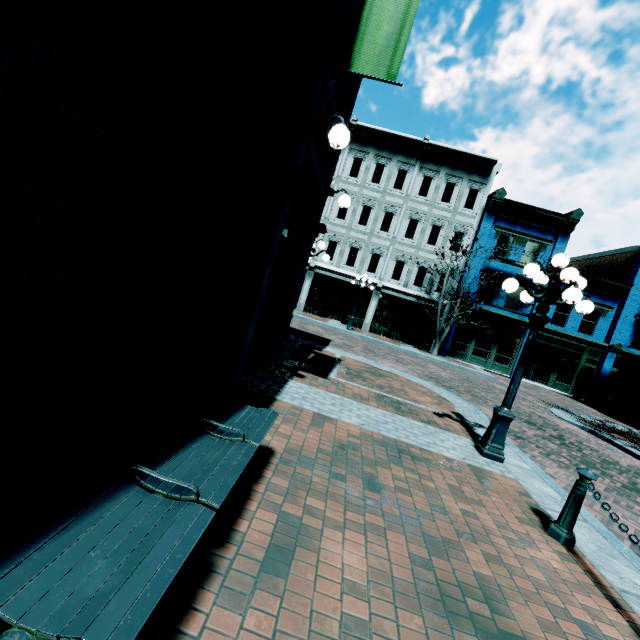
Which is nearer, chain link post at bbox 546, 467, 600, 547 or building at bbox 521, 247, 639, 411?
chain link post at bbox 546, 467, 600, 547

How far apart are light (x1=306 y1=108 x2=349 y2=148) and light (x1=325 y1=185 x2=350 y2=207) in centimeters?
273cm

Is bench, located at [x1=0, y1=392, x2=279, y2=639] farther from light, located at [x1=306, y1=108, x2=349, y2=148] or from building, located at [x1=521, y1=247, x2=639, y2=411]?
building, located at [x1=521, y1=247, x2=639, y2=411]

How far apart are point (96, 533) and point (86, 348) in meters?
1.0 m

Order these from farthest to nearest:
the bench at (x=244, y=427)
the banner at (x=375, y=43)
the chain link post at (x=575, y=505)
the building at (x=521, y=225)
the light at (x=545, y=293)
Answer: the building at (x=521, y=225), the light at (x=545, y=293), the banner at (x=375, y=43), the chain link post at (x=575, y=505), the bench at (x=244, y=427)

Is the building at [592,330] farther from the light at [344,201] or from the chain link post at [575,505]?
the chain link post at [575,505]

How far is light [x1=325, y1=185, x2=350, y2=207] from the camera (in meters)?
7.40

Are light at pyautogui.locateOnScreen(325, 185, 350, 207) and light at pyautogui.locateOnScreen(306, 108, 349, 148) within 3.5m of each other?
yes
